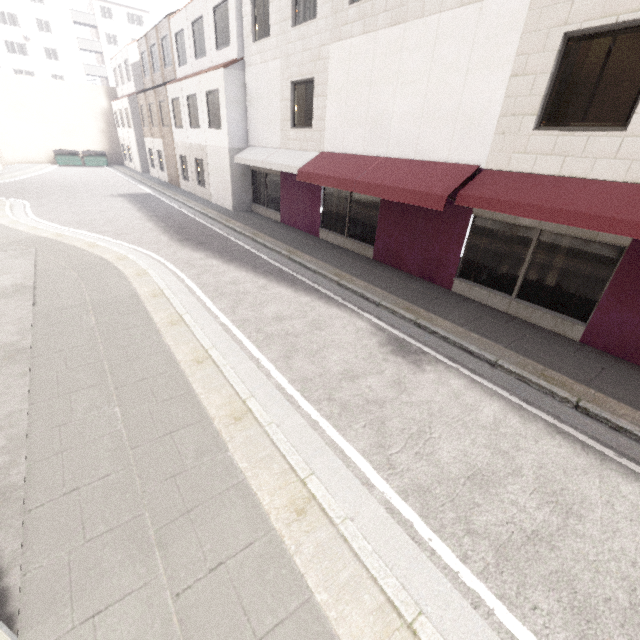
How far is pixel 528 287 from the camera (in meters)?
7.23

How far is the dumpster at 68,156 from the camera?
31.0 meters

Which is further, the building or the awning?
the building

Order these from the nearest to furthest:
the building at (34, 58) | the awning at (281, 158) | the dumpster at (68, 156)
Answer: the awning at (281, 158)
the dumpster at (68, 156)
the building at (34, 58)

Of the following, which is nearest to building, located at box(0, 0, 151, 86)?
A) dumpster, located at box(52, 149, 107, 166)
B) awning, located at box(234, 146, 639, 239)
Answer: dumpster, located at box(52, 149, 107, 166)

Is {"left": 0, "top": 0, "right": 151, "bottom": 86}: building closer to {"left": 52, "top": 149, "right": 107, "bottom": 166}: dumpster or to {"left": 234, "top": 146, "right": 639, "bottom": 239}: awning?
{"left": 52, "top": 149, "right": 107, "bottom": 166}: dumpster

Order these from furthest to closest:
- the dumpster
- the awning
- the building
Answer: the building, the dumpster, the awning
